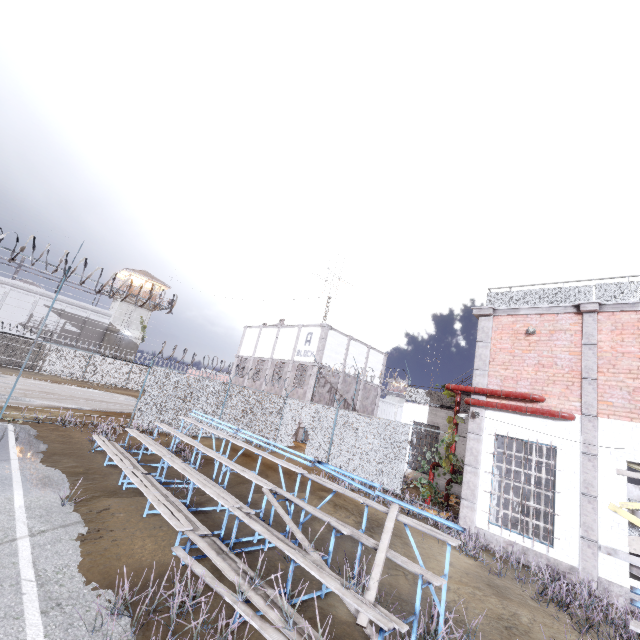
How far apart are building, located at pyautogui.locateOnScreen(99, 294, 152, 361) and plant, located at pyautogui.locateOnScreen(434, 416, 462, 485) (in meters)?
40.90

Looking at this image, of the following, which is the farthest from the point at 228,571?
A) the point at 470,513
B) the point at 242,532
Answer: the point at 470,513

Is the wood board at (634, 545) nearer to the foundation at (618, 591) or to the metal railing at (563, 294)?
the foundation at (618, 591)

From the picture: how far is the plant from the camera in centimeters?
1112cm

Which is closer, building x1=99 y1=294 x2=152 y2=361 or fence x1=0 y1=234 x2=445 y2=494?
fence x1=0 y1=234 x2=445 y2=494

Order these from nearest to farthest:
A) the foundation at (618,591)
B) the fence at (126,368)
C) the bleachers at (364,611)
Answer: the bleachers at (364,611) < the foundation at (618,591) < the fence at (126,368)

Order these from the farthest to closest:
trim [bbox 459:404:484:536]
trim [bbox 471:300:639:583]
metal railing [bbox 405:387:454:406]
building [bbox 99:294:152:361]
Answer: building [bbox 99:294:152:361] → metal railing [bbox 405:387:454:406] → trim [bbox 459:404:484:536] → trim [bbox 471:300:639:583]

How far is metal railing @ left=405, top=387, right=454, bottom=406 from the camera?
17.4m
